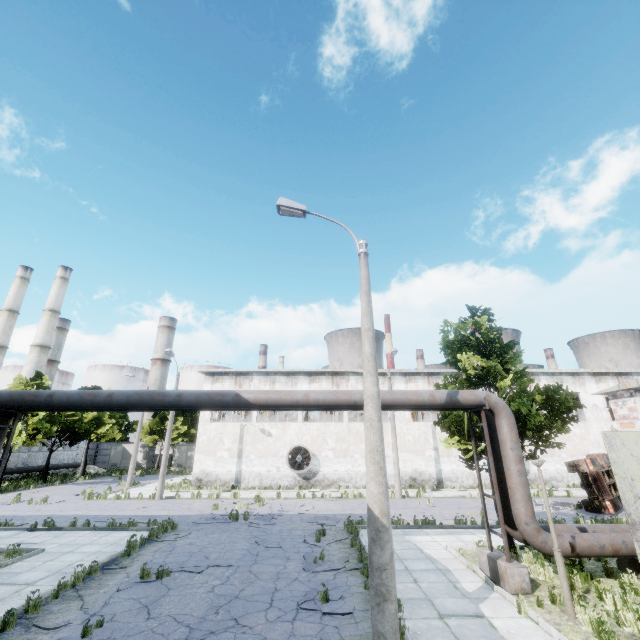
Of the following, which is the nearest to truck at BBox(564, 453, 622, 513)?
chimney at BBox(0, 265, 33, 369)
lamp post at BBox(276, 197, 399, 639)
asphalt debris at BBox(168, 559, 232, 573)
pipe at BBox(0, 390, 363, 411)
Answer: pipe at BBox(0, 390, 363, 411)

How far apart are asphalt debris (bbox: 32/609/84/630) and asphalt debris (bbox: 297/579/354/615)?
4.8m

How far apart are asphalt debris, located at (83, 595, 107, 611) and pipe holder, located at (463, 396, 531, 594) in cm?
1041

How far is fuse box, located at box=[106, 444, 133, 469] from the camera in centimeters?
4453cm

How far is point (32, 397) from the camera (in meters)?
10.18

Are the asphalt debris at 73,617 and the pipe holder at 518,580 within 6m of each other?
no

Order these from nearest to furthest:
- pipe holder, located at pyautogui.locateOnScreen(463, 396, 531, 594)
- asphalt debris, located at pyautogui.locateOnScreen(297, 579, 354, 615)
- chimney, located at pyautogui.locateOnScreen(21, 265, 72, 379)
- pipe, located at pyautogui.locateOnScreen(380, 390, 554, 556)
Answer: asphalt debris, located at pyautogui.locateOnScreen(297, 579, 354, 615)
pipe holder, located at pyautogui.locateOnScreen(463, 396, 531, 594)
pipe, located at pyautogui.locateOnScreen(380, 390, 554, 556)
chimney, located at pyautogui.locateOnScreen(21, 265, 72, 379)

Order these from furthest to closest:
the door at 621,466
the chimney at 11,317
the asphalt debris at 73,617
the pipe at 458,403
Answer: the chimney at 11,317 < the pipe at 458,403 < the asphalt debris at 73,617 < the door at 621,466
